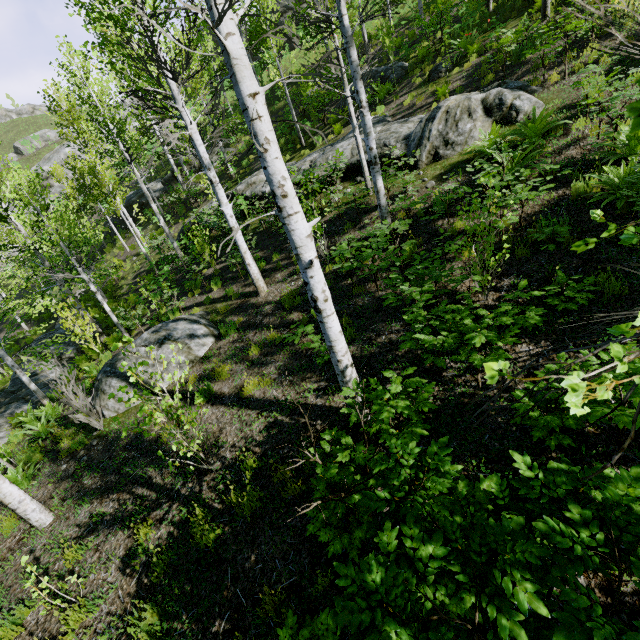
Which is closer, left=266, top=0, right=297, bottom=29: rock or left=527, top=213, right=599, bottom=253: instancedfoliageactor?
left=527, top=213, right=599, bottom=253: instancedfoliageactor

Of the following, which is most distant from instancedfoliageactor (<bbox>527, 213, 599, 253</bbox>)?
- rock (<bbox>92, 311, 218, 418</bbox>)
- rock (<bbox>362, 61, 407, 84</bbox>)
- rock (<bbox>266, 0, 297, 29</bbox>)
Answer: rock (<bbox>266, 0, 297, 29</bbox>)

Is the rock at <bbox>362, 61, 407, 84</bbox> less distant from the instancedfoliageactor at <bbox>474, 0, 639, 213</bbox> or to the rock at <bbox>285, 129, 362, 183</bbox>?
the rock at <bbox>285, 129, 362, 183</bbox>

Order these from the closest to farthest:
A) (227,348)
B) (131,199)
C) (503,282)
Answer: (503,282), (227,348), (131,199)

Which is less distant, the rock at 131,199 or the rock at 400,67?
the rock at 400,67

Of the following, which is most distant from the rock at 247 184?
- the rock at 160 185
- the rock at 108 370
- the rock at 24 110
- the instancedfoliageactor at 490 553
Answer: the rock at 24 110

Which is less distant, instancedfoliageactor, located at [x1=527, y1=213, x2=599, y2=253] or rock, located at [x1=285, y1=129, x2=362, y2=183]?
instancedfoliageactor, located at [x1=527, y1=213, x2=599, y2=253]

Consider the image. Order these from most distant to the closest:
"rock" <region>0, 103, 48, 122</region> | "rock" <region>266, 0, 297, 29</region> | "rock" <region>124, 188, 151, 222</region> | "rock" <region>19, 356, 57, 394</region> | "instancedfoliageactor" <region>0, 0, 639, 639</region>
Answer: "rock" <region>0, 103, 48, 122</region> < "rock" <region>266, 0, 297, 29</region> < "rock" <region>124, 188, 151, 222</region> < "rock" <region>19, 356, 57, 394</region> < "instancedfoliageactor" <region>0, 0, 639, 639</region>
